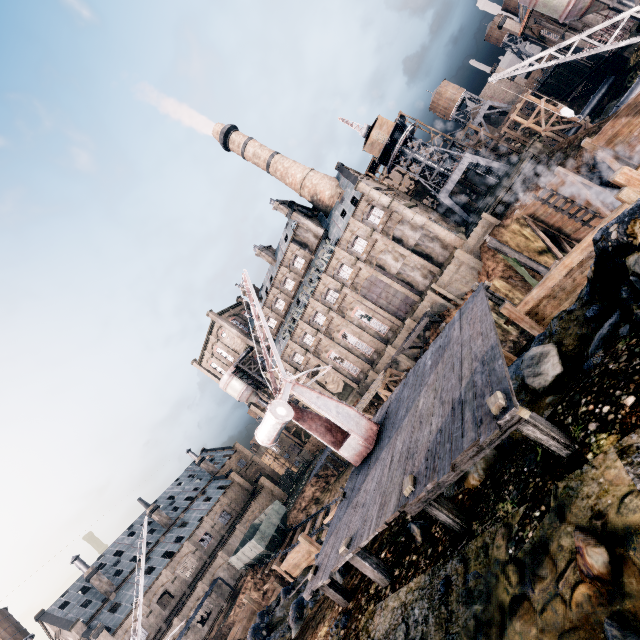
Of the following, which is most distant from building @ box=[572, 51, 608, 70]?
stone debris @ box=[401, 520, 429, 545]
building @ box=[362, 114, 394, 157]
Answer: stone debris @ box=[401, 520, 429, 545]

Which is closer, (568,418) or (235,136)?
(568,418)

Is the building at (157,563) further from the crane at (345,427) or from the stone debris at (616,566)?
the stone debris at (616,566)

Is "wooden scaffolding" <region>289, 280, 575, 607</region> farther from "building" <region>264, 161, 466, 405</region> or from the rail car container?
"building" <region>264, 161, 466, 405</region>

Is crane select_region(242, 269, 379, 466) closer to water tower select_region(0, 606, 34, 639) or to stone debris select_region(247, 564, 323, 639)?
stone debris select_region(247, 564, 323, 639)

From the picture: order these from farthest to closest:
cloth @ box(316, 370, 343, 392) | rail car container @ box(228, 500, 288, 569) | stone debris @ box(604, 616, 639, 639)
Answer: cloth @ box(316, 370, 343, 392) < rail car container @ box(228, 500, 288, 569) < stone debris @ box(604, 616, 639, 639)

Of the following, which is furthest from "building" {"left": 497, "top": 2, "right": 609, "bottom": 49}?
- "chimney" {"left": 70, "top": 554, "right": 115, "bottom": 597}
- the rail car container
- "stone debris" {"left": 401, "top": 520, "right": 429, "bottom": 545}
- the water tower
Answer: the water tower

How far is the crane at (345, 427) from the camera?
12.4 meters
